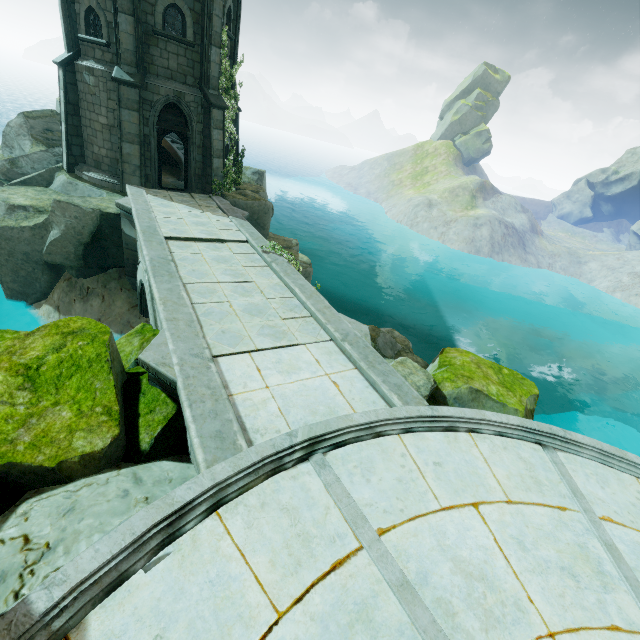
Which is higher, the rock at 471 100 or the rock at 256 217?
the rock at 471 100

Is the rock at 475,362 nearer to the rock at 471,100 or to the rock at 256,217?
the rock at 256,217

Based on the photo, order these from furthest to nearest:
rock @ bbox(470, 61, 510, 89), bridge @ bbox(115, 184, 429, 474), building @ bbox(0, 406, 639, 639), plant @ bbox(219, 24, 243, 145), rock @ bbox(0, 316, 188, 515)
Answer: rock @ bbox(470, 61, 510, 89), plant @ bbox(219, 24, 243, 145), bridge @ bbox(115, 184, 429, 474), rock @ bbox(0, 316, 188, 515), building @ bbox(0, 406, 639, 639)

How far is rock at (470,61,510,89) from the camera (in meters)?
59.03

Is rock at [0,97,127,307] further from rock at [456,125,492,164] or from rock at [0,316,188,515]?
rock at [456,125,492,164]

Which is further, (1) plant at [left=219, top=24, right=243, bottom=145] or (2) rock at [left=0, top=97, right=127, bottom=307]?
(1) plant at [left=219, top=24, right=243, bottom=145]

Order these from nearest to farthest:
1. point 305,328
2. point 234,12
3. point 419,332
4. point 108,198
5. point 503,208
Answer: point 305,328
point 108,198
point 234,12
point 419,332
point 503,208
